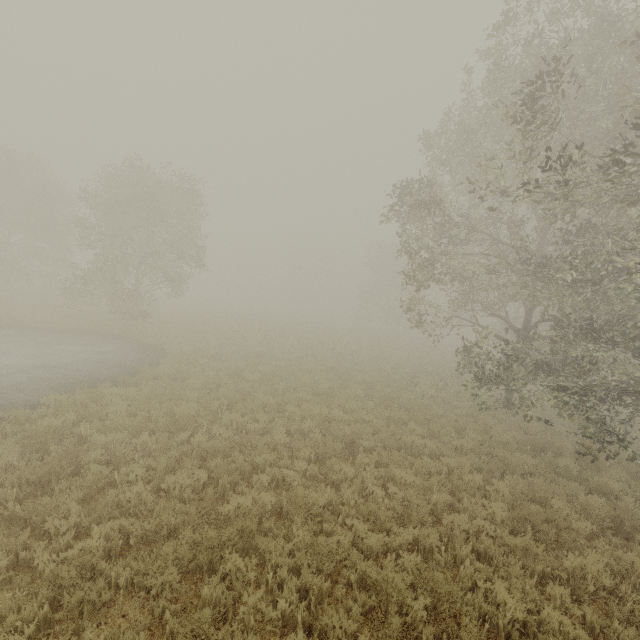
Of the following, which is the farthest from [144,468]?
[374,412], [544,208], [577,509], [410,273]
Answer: [410,273]
